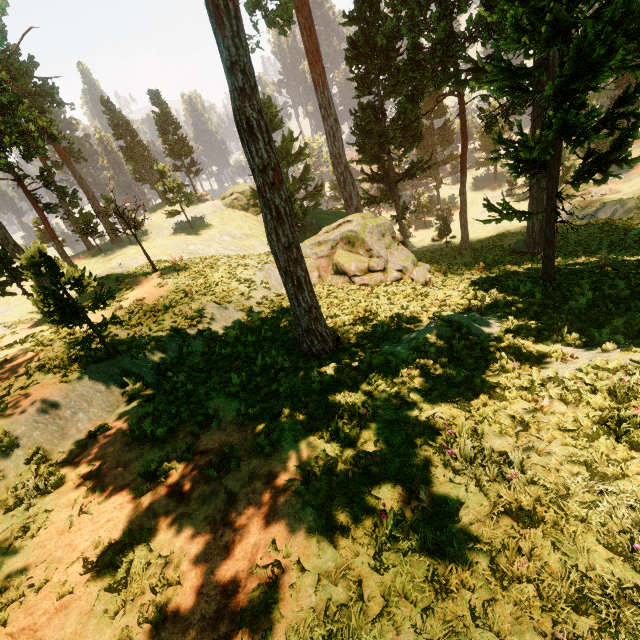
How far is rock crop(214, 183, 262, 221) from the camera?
50.8m

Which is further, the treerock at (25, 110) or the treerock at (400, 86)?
the treerock at (25, 110)

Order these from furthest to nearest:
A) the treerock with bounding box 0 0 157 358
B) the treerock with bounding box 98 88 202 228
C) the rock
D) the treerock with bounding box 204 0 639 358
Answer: the rock, the treerock with bounding box 98 88 202 228, the treerock with bounding box 0 0 157 358, the treerock with bounding box 204 0 639 358

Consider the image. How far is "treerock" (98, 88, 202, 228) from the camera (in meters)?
42.06

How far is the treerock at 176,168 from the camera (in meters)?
42.06

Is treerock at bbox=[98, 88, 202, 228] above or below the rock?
above

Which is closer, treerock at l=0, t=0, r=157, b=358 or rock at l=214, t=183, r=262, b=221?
treerock at l=0, t=0, r=157, b=358

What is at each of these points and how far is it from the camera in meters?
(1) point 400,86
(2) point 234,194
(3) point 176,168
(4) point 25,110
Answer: (1) treerock, 28.0
(2) rock, 51.5
(3) treerock, 50.9
(4) treerock, 31.7
